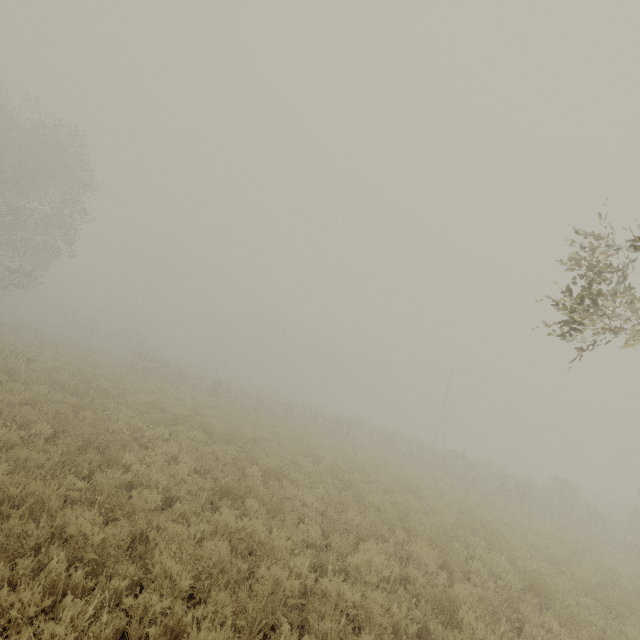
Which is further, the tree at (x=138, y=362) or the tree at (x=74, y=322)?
the tree at (x=74, y=322)

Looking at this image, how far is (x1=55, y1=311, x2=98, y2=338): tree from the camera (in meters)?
51.30

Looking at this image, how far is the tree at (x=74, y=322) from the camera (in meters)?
51.30

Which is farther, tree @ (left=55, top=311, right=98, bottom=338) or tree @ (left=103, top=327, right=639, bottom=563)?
tree @ (left=55, top=311, right=98, bottom=338)

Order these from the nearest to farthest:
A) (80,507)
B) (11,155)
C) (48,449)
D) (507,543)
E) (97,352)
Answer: (80,507), (48,449), (507,543), (11,155), (97,352)
